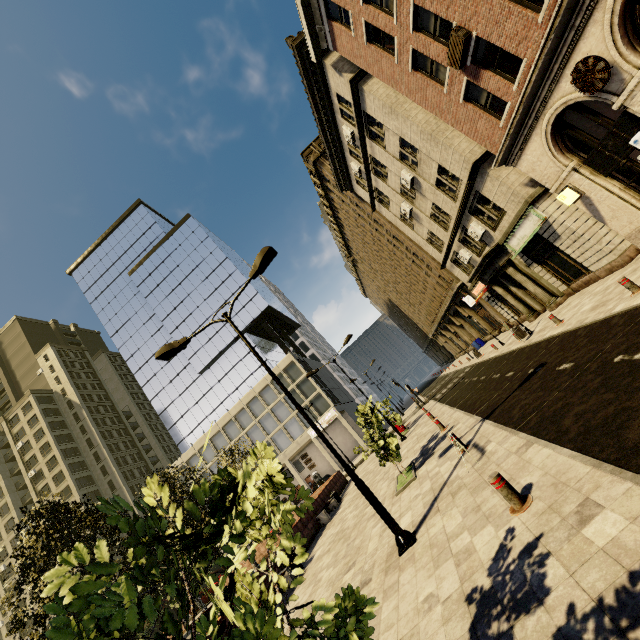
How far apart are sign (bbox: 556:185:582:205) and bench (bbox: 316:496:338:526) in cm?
1894

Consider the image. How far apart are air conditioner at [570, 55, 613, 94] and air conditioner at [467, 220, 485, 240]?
10.04m

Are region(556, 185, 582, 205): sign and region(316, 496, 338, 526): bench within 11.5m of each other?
no

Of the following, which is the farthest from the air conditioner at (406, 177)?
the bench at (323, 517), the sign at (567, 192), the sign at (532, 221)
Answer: the bench at (323, 517)

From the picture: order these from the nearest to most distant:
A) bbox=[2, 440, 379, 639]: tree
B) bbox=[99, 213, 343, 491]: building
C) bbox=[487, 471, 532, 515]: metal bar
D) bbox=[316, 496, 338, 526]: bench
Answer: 1. bbox=[2, 440, 379, 639]: tree
2. bbox=[487, 471, 532, 515]: metal bar
3. bbox=[316, 496, 338, 526]: bench
4. bbox=[99, 213, 343, 491]: building

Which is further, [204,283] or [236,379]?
[204,283]

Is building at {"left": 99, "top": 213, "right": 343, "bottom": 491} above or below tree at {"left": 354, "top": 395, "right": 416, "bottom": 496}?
above

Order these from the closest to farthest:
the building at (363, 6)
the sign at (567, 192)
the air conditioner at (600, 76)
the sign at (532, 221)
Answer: the air conditioner at (600, 76)
the building at (363, 6)
the sign at (567, 192)
the sign at (532, 221)
